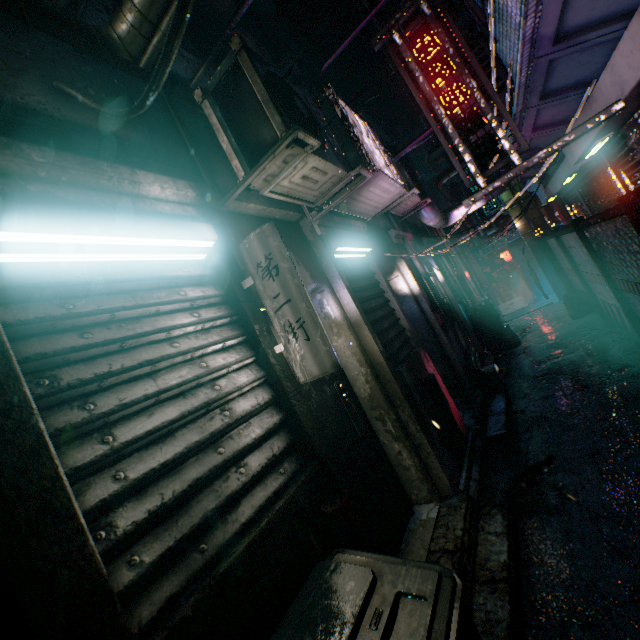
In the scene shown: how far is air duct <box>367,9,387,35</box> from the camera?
5.7m

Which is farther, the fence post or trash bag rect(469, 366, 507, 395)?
trash bag rect(469, 366, 507, 395)

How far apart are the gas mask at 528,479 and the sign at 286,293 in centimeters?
220cm

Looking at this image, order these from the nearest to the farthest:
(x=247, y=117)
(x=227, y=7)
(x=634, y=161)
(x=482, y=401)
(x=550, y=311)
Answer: (x=247, y=117)
(x=634, y=161)
(x=482, y=401)
(x=227, y=7)
(x=550, y=311)

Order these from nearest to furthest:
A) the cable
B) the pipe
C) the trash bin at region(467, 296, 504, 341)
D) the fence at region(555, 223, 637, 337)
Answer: the cable < the pipe < the fence at region(555, 223, 637, 337) < the trash bin at region(467, 296, 504, 341)

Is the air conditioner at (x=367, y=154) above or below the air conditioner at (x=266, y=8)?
below

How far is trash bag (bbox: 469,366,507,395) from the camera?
4.7 meters

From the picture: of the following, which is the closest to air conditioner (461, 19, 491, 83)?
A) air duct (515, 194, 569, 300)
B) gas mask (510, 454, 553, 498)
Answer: gas mask (510, 454, 553, 498)
